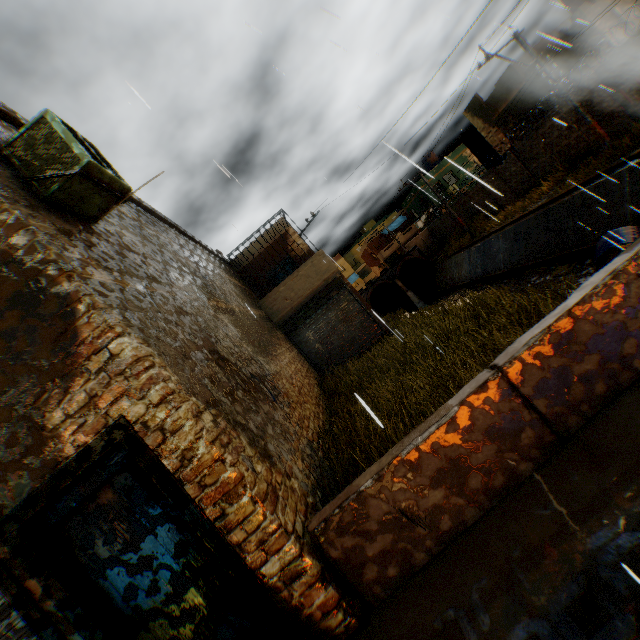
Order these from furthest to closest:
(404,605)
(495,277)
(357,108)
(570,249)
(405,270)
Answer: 1. (405,270)
2. (495,277)
3. (570,249)
4. (357,108)
5. (404,605)

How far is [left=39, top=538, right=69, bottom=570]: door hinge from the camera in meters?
3.0 m

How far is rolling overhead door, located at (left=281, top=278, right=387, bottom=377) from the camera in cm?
1367

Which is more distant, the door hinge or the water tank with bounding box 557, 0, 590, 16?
the water tank with bounding box 557, 0, 590, 16

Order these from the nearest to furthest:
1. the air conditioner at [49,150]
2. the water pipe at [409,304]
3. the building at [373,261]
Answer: the air conditioner at [49,150], the water pipe at [409,304], the building at [373,261]

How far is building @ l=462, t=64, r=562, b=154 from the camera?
20.9 meters

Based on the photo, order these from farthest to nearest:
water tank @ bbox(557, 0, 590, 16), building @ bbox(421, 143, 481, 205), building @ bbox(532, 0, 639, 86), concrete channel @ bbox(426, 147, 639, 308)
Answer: building @ bbox(421, 143, 481, 205) < water tank @ bbox(557, 0, 590, 16) < building @ bbox(532, 0, 639, 86) < concrete channel @ bbox(426, 147, 639, 308)

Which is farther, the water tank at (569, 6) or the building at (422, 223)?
the building at (422, 223)
